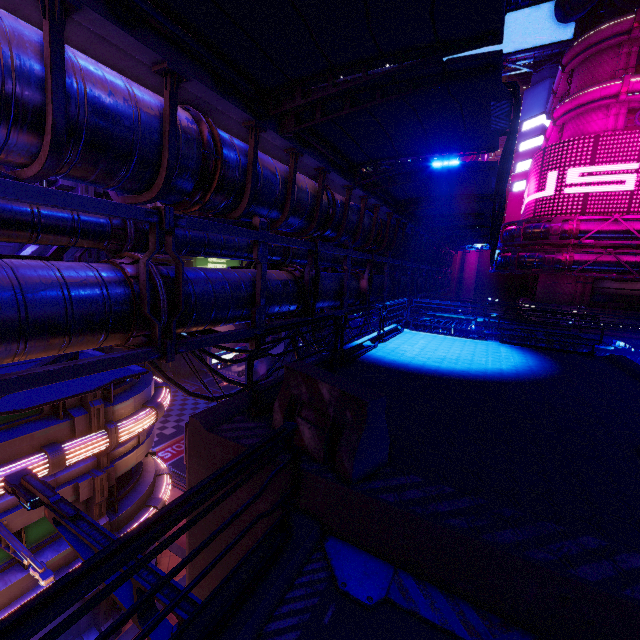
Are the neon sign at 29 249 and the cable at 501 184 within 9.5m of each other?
no

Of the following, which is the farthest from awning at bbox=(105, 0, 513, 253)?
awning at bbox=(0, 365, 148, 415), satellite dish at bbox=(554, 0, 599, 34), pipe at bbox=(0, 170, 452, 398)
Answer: satellite dish at bbox=(554, 0, 599, 34)

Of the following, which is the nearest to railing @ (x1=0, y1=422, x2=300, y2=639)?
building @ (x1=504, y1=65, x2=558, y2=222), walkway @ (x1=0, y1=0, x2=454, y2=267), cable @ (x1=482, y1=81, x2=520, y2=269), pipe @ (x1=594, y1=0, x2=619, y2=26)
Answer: walkway @ (x1=0, y1=0, x2=454, y2=267)

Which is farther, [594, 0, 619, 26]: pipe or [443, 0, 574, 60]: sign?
[443, 0, 574, 60]: sign

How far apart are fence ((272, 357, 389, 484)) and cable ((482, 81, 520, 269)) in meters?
4.4 m

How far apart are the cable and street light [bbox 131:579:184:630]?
7.3 meters

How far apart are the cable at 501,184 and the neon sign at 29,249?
11.5m

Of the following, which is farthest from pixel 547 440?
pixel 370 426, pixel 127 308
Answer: pixel 127 308
